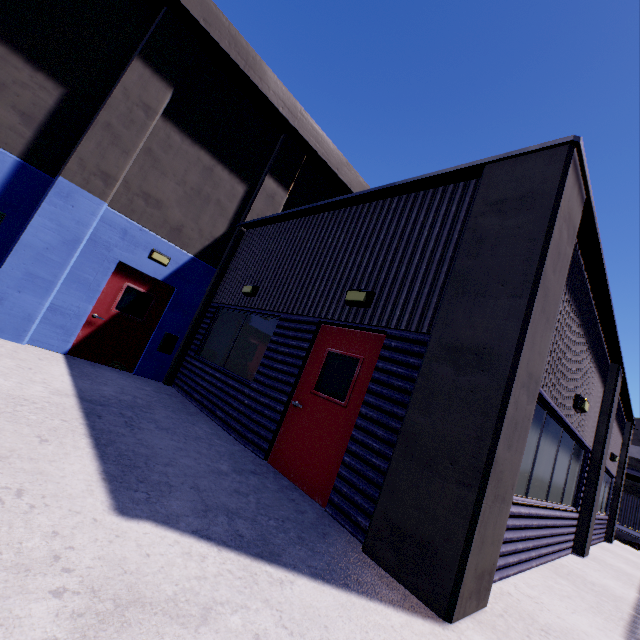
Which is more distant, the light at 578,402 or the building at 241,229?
the light at 578,402

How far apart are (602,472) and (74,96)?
15.93m

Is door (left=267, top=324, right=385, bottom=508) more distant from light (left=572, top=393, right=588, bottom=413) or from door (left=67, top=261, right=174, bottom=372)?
door (left=67, top=261, right=174, bottom=372)

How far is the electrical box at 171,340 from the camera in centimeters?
854cm

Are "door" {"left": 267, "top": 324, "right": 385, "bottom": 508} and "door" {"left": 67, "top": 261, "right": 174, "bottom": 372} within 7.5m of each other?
yes

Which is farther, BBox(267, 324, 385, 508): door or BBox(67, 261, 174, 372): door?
BBox(67, 261, 174, 372): door

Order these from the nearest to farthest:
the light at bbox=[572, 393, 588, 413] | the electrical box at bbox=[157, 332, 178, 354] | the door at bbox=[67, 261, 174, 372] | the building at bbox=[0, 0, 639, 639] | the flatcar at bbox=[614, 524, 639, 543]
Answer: the building at bbox=[0, 0, 639, 639] < the light at bbox=[572, 393, 588, 413] < the door at bbox=[67, 261, 174, 372] < the electrical box at bbox=[157, 332, 178, 354] < the flatcar at bbox=[614, 524, 639, 543]

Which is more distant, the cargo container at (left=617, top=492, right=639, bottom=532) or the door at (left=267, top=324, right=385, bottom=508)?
the cargo container at (left=617, top=492, right=639, bottom=532)
